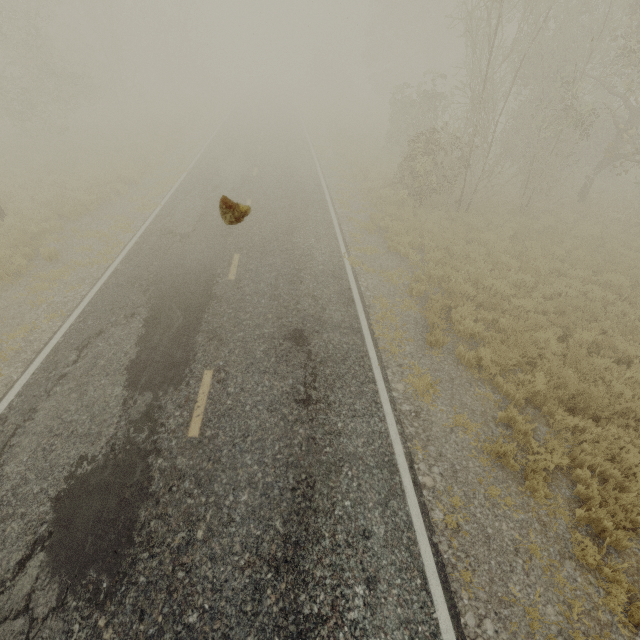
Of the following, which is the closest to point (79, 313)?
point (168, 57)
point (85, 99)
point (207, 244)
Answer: point (207, 244)
